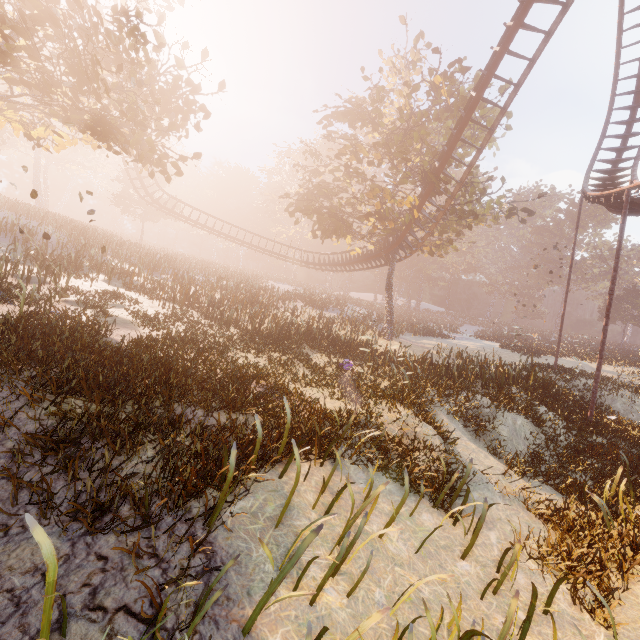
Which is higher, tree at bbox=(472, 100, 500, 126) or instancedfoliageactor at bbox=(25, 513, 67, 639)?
tree at bbox=(472, 100, 500, 126)

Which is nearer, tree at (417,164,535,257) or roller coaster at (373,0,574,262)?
roller coaster at (373,0,574,262)

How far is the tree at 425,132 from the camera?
19.12m

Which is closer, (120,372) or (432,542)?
(432,542)

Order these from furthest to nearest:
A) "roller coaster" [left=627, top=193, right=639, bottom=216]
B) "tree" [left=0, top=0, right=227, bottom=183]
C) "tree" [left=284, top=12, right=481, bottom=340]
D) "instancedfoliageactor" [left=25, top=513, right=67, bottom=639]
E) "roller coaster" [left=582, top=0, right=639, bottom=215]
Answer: "tree" [left=284, top=12, right=481, bottom=340] → "roller coaster" [left=582, top=0, right=639, bottom=215] → "roller coaster" [left=627, top=193, right=639, bottom=216] → "tree" [left=0, top=0, right=227, bottom=183] → "instancedfoliageactor" [left=25, top=513, right=67, bottom=639]

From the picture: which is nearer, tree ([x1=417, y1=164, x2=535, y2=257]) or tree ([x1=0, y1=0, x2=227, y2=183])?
tree ([x1=0, y1=0, x2=227, y2=183])

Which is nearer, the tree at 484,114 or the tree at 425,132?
the tree at 425,132

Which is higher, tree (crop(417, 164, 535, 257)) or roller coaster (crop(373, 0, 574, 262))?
roller coaster (crop(373, 0, 574, 262))
